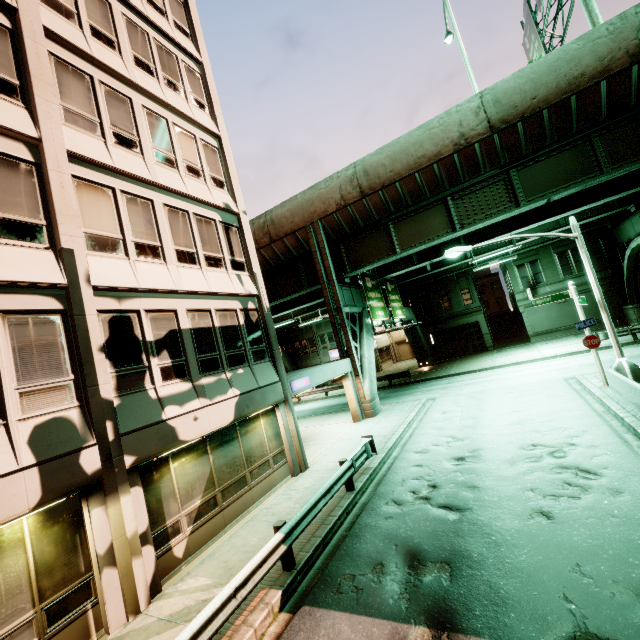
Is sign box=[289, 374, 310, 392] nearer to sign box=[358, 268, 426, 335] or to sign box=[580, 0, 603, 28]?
sign box=[358, 268, 426, 335]

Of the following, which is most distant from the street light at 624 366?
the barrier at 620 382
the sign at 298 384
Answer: the sign at 298 384

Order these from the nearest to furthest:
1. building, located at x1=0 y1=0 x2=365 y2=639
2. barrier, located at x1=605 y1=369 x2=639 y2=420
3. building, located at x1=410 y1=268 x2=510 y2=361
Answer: building, located at x1=0 y1=0 x2=365 y2=639
barrier, located at x1=605 y1=369 x2=639 y2=420
building, located at x1=410 y1=268 x2=510 y2=361

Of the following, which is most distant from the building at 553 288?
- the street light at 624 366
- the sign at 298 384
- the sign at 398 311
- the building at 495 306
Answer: the sign at 298 384

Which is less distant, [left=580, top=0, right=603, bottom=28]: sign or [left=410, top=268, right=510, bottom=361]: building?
[left=580, top=0, right=603, bottom=28]: sign

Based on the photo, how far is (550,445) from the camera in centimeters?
1018cm

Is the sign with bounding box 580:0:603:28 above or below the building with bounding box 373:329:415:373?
above

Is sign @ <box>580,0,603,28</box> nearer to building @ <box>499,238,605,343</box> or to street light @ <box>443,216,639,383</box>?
street light @ <box>443,216,639,383</box>
